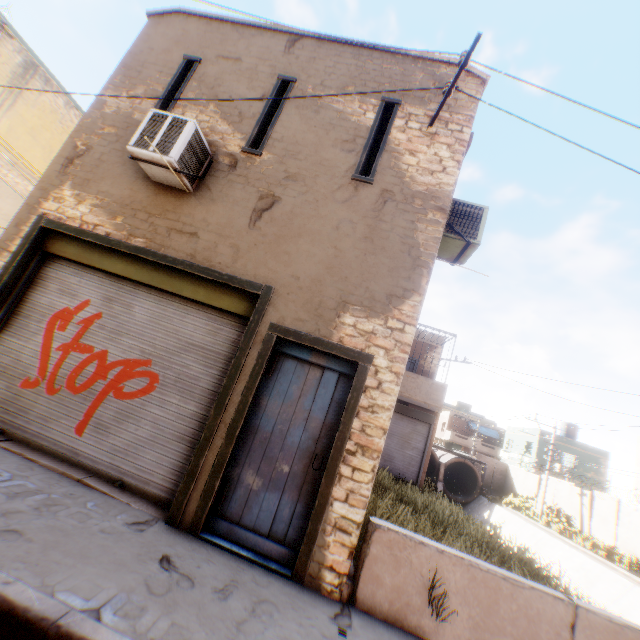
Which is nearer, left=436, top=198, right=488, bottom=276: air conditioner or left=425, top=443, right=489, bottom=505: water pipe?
left=436, top=198, right=488, bottom=276: air conditioner

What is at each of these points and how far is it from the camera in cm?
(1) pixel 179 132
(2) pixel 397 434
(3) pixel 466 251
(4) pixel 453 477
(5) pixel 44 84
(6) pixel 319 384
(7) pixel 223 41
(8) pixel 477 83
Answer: (1) air conditioner, 489
(2) rolling overhead door, 1423
(3) air conditioner, 579
(4) water pipe, 3631
(5) building, 1354
(6) door, 455
(7) building, 643
(8) building, 575

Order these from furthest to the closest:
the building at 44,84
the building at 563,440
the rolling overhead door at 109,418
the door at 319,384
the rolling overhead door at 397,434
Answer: the building at 563,440
the rolling overhead door at 397,434
the building at 44,84
the rolling overhead door at 109,418
the door at 319,384

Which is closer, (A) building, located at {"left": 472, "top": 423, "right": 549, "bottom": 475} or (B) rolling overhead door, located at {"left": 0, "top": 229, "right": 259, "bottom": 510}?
(B) rolling overhead door, located at {"left": 0, "top": 229, "right": 259, "bottom": 510}

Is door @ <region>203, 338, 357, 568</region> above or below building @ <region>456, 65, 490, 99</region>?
below

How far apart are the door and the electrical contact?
4.20m

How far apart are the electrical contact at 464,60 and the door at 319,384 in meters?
4.2

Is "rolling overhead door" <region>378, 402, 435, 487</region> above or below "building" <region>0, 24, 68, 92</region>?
below
